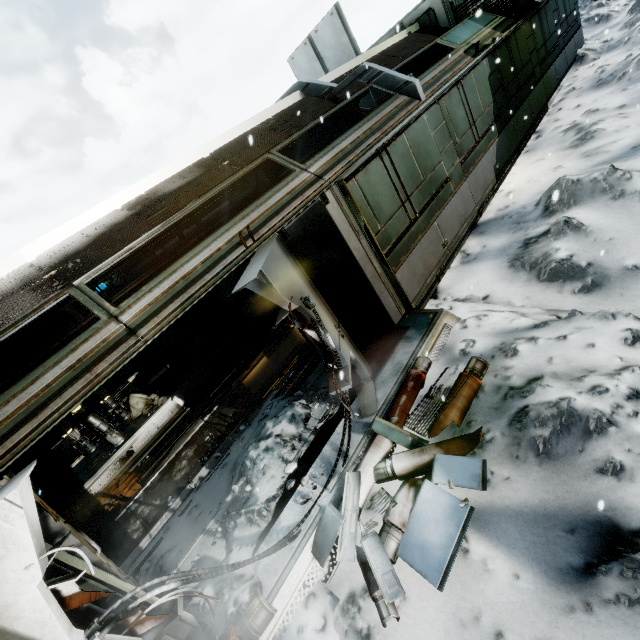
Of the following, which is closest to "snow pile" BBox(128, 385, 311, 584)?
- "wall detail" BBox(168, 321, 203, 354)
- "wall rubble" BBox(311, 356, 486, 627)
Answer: "wall rubble" BBox(311, 356, 486, 627)

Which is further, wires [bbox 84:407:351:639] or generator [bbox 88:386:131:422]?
generator [bbox 88:386:131:422]

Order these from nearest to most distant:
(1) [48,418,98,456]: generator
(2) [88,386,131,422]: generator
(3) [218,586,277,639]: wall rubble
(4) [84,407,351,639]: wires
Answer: (4) [84,407,351,639]: wires → (3) [218,586,277,639]: wall rubble → (1) [48,418,98,456]: generator → (2) [88,386,131,422]: generator

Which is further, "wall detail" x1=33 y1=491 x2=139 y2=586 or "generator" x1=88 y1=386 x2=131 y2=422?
"generator" x1=88 y1=386 x2=131 y2=422

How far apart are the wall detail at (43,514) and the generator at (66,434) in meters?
6.0 m

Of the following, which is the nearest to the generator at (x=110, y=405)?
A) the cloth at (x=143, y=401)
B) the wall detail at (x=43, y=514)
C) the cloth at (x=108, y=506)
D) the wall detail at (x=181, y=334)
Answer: the cloth at (x=143, y=401)

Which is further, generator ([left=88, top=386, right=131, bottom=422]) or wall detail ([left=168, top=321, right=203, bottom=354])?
→ wall detail ([left=168, top=321, right=203, bottom=354])

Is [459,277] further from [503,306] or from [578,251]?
[578,251]
